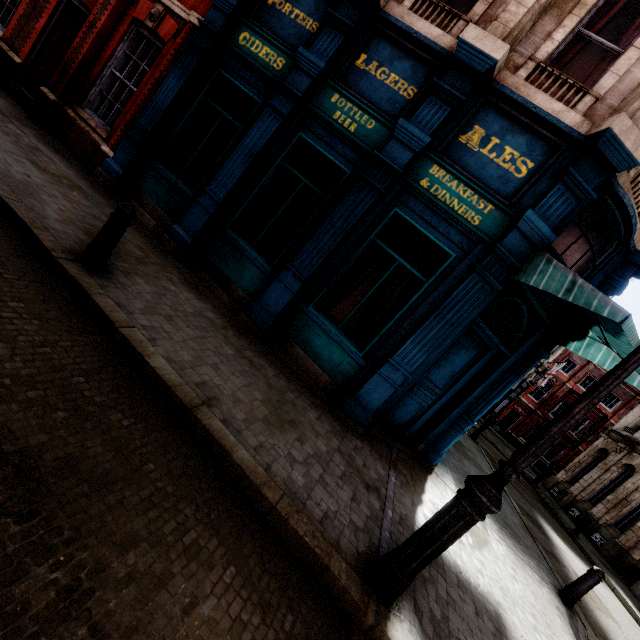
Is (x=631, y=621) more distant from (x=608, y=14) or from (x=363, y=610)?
(x=608, y=14)

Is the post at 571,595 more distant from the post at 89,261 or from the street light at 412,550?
the post at 89,261

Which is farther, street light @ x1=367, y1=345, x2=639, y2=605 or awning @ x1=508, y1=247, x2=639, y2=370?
awning @ x1=508, y1=247, x2=639, y2=370

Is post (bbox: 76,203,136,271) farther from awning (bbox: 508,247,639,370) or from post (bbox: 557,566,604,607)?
post (bbox: 557,566,604,607)

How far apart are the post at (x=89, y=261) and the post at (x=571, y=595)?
10.30m

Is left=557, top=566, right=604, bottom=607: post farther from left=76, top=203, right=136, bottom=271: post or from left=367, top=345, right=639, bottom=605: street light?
left=76, top=203, right=136, bottom=271: post

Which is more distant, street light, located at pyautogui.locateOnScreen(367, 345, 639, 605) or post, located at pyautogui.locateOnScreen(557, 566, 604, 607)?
post, located at pyautogui.locateOnScreen(557, 566, 604, 607)

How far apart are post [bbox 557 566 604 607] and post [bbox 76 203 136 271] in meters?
10.3
